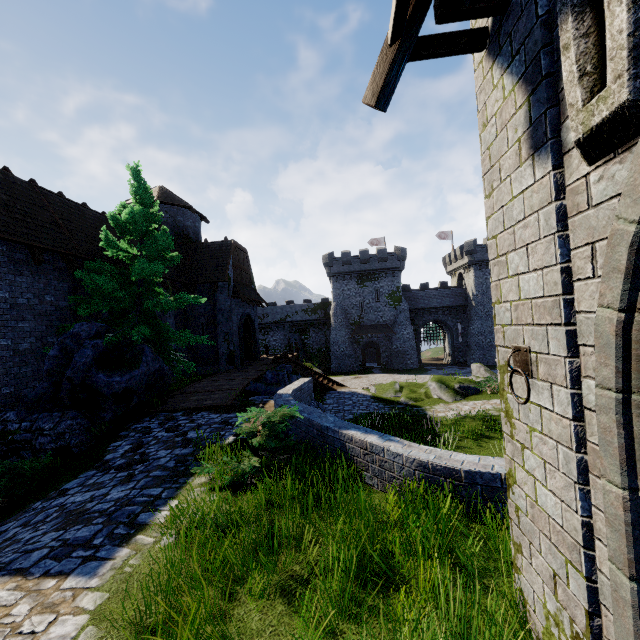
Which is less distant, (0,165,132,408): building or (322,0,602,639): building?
(322,0,602,639): building

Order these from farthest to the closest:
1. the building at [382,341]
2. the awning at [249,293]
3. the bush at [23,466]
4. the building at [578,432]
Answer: the building at [382,341]
the awning at [249,293]
the bush at [23,466]
the building at [578,432]

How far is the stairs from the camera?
22.1 meters

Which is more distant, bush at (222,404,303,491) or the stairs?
the stairs

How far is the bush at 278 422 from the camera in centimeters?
545cm

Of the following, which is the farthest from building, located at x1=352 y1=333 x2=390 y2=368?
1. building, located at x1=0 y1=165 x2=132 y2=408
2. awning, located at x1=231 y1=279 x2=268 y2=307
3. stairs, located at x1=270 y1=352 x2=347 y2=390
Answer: stairs, located at x1=270 y1=352 x2=347 y2=390

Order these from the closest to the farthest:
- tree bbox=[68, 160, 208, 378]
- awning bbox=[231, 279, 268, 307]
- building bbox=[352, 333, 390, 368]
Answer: tree bbox=[68, 160, 208, 378]
awning bbox=[231, 279, 268, 307]
building bbox=[352, 333, 390, 368]

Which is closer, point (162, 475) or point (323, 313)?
point (162, 475)
